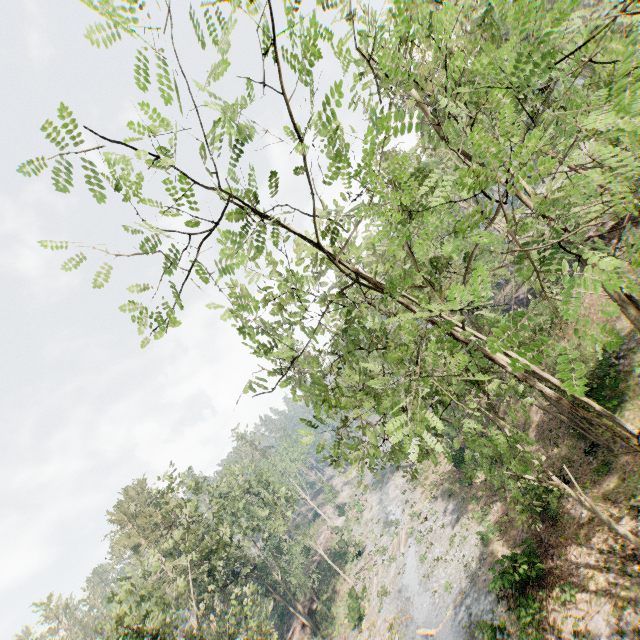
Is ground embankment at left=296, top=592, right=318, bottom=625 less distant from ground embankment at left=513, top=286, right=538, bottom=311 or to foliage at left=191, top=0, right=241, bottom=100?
foliage at left=191, top=0, right=241, bottom=100

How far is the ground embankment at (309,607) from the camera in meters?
38.4 m

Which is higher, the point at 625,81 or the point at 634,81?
the point at 625,81

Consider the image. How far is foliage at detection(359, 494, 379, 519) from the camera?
51.95m

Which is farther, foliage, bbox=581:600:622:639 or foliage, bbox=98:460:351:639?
foliage, bbox=98:460:351:639

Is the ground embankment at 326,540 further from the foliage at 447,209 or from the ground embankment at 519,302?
the ground embankment at 519,302

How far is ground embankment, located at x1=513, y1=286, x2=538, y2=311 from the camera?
34.94m

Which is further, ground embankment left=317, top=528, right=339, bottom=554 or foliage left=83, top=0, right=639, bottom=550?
ground embankment left=317, top=528, right=339, bottom=554
